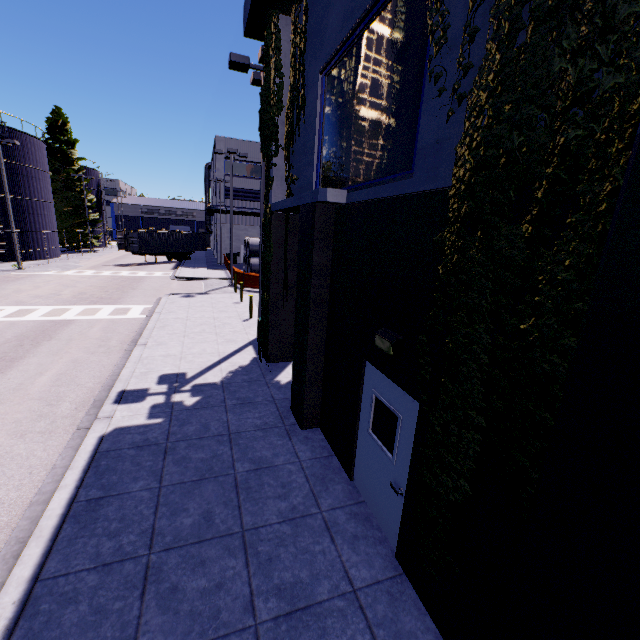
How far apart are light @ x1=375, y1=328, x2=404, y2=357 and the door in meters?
0.4 m

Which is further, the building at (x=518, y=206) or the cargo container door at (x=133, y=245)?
the cargo container door at (x=133, y=245)

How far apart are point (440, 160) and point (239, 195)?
41.66m

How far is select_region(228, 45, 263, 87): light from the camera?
10.4 meters

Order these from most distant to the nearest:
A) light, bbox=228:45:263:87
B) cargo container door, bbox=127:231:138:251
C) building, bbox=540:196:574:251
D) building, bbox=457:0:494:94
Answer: cargo container door, bbox=127:231:138:251
light, bbox=228:45:263:87
building, bbox=457:0:494:94
building, bbox=540:196:574:251

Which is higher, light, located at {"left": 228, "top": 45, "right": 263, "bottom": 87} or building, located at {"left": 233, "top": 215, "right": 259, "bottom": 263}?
light, located at {"left": 228, "top": 45, "right": 263, "bottom": 87}

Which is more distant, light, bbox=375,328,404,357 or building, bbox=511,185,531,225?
light, bbox=375,328,404,357

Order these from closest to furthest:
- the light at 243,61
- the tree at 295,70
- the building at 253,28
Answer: the tree at 295,70
the building at 253,28
the light at 243,61
